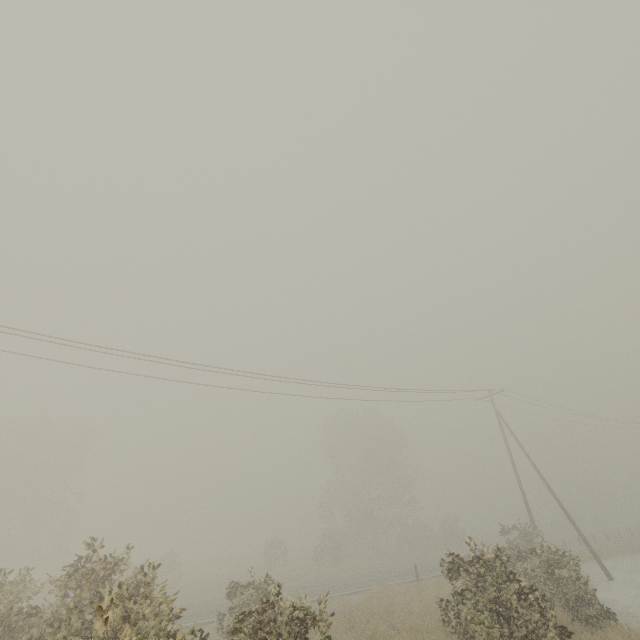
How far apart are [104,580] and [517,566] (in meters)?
17.40
